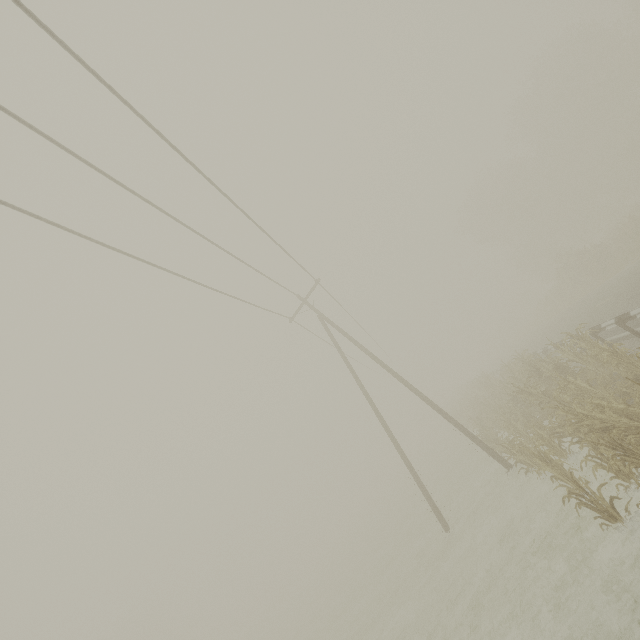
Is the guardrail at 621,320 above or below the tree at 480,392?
above

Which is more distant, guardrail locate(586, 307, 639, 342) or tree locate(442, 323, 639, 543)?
guardrail locate(586, 307, 639, 342)

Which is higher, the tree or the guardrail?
the guardrail

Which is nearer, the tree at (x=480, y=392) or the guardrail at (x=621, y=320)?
the tree at (x=480, y=392)

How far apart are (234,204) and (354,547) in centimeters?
4334cm
